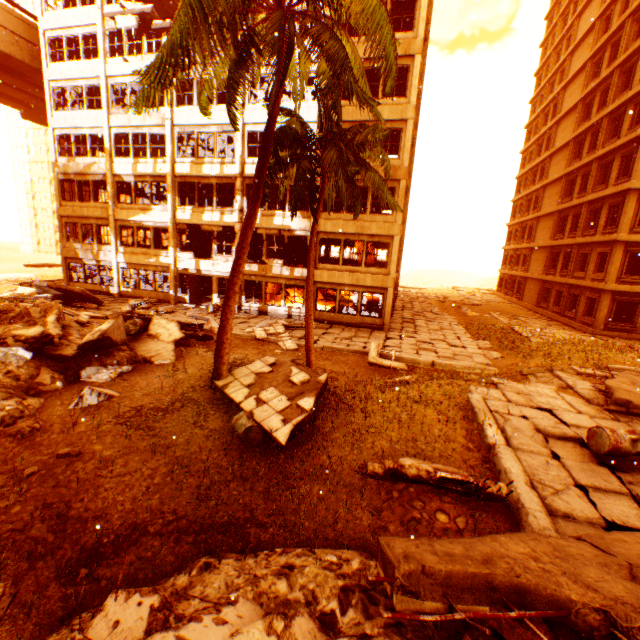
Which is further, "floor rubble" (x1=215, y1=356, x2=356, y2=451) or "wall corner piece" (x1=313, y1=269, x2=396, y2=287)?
"wall corner piece" (x1=313, y1=269, x2=396, y2=287)

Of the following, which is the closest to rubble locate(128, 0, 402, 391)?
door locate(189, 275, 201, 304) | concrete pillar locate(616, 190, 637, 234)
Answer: door locate(189, 275, 201, 304)

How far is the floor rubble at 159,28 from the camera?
19.5m

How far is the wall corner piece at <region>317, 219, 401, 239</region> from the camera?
18.30m

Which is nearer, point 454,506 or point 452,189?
point 454,506

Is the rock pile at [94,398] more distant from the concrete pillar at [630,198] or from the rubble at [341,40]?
the concrete pillar at [630,198]

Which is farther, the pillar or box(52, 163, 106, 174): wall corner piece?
box(52, 163, 106, 174): wall corner piece

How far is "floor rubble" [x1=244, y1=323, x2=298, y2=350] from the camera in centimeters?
1488cm
